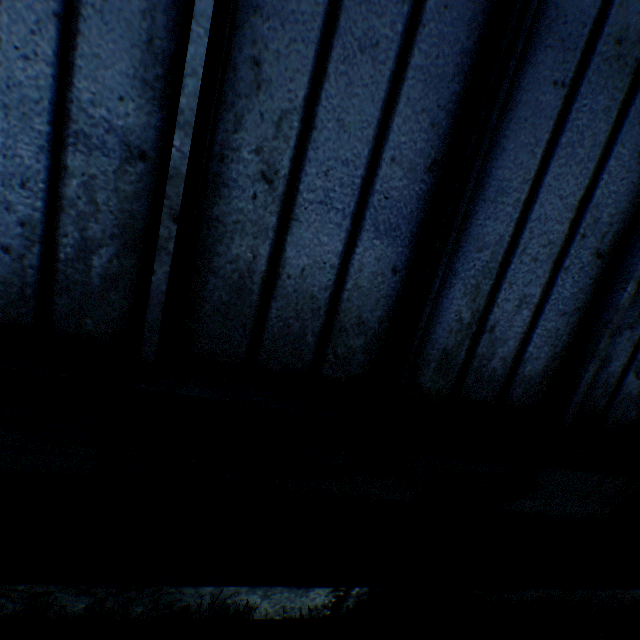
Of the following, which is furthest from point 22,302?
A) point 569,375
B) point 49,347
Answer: point 569,375
